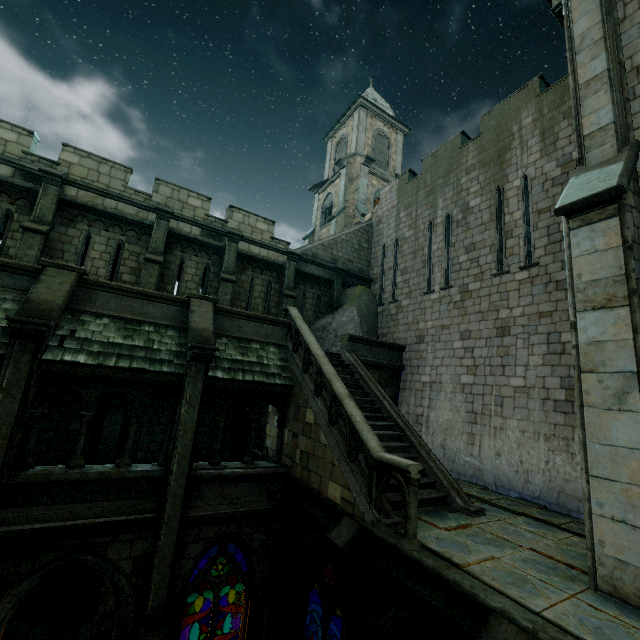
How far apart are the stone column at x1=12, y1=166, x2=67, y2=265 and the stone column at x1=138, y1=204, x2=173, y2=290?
2.5m

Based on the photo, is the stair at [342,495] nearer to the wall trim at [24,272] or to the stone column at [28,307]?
the stone column at [28,307]

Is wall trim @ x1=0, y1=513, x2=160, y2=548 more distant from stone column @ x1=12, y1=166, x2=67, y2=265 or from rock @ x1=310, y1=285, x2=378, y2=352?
rock @ x1=310, y1=285, x2=378, y2=352

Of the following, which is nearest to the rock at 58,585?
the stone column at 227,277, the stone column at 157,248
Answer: the stone column at 227,277

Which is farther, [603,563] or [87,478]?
[87,478]

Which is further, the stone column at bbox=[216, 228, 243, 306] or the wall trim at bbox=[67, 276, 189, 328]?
the stone column at bbox=[216, 228, 243, 306]

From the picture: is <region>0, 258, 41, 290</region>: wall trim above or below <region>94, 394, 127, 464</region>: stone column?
above

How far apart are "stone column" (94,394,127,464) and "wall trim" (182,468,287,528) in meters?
4.2
